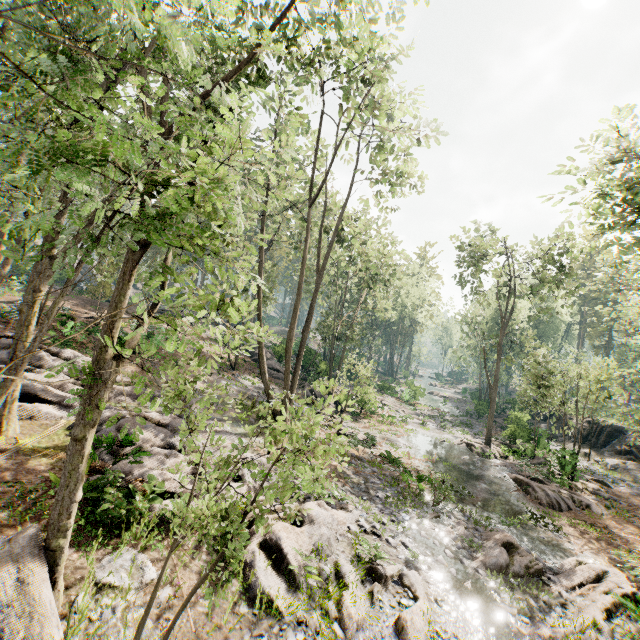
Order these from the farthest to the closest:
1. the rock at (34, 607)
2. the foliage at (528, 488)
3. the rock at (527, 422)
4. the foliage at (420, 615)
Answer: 1. the rock at (527, 422)
2. the foliage at (528, 488)
3. the foliage at (420, 615)
4. the rock at (34, 607)

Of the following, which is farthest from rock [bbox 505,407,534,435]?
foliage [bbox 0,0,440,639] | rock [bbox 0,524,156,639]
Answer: rock [bbox 0,524,156,639]

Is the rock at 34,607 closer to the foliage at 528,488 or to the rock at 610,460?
the foliage at 528,488

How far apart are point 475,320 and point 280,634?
45.62m

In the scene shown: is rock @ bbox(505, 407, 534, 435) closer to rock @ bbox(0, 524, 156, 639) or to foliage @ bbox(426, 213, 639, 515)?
foliage @ bbox(426, 213, 639, 515)
